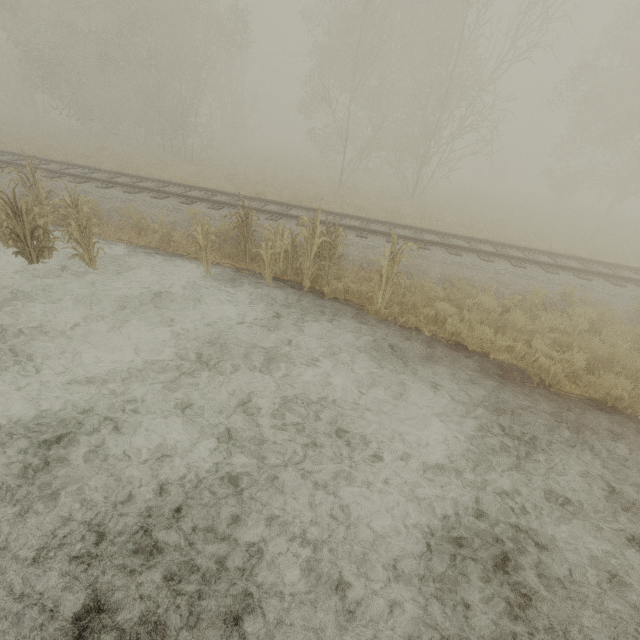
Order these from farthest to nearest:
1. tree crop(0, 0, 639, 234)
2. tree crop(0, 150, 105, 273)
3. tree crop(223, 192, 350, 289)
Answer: tree crop(0, 0, 639, 234) → tree crop(223, 192, 350, 289) → tree crop(0, 150, 105, 273)

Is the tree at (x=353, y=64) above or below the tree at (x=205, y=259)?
above

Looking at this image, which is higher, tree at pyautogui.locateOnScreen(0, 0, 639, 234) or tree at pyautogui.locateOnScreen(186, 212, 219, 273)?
tree at pyautogui.locateOnScreen(0, 0, 639, 234)

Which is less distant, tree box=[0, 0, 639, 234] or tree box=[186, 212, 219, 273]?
tree box=[186, 212, 219, 273]

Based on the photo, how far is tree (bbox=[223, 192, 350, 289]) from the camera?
7.4 meters

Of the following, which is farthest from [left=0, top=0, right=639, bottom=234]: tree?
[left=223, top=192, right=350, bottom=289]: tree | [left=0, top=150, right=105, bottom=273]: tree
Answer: [left=0, top=150, right=105, bottom=273]: tree

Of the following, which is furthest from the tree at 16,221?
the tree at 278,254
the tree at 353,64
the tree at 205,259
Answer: the tree at 353,64

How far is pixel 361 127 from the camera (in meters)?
30.05
